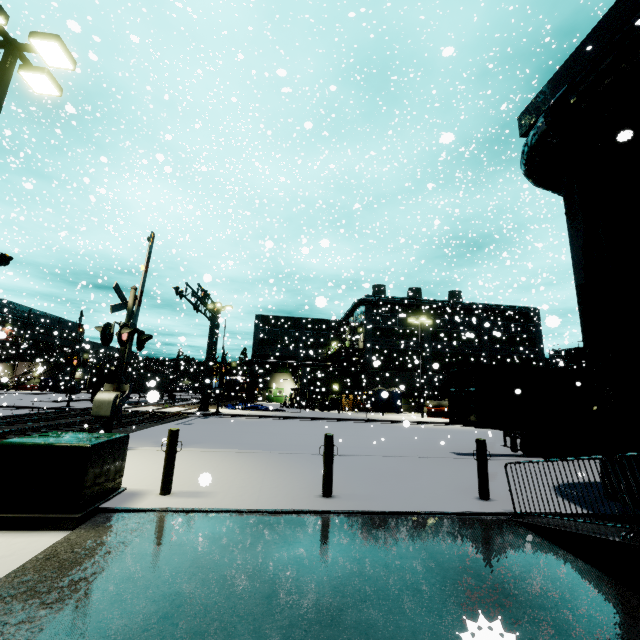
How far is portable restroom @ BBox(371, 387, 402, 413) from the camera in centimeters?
3788cm

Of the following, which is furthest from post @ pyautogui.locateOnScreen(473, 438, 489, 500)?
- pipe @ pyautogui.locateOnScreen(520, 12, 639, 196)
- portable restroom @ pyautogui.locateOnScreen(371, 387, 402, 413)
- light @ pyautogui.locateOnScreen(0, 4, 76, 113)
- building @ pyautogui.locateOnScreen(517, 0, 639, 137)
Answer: portable restroom @ pyautogui.locateOnScreen(371, 387, 402, 413)

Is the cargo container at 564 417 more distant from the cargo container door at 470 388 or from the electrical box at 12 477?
the electrical box at 12 477

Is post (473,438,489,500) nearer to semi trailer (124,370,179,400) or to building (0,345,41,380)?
building (0,345,41,380)

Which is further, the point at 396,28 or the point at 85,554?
the point at 396,28

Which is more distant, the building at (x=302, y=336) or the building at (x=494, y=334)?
the building at (x=302, y=336)

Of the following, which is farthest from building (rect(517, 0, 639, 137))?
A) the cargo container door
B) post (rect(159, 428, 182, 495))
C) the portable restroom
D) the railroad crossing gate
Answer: the cargo container door

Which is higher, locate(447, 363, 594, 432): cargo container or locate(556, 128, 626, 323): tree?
locate(556, 128, 626, 323): tree
